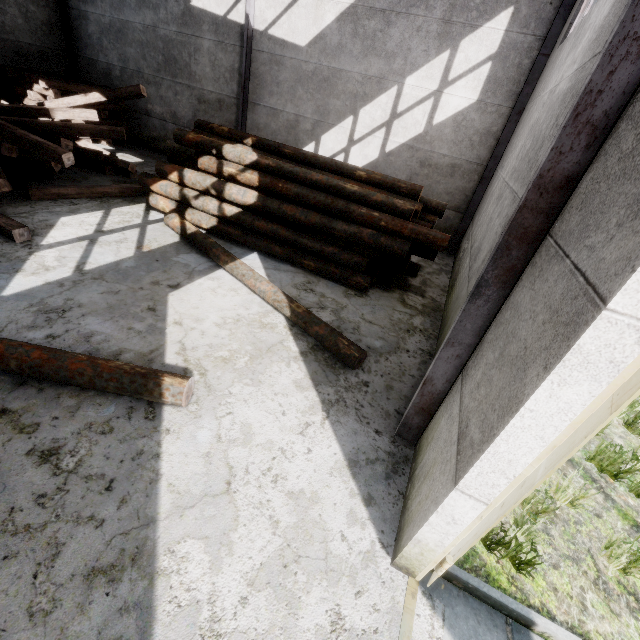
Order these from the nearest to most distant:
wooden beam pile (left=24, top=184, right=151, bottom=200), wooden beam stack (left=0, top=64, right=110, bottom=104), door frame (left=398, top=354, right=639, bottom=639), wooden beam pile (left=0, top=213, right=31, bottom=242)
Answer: door frame (left=398, top=354, right=639, bottom=639)
wooden beam pile (left=0, top=213, right=31, bottom=242)
wooden beam pile (left=24, top=184, right=151, bottom=200)
wooden beam stack (left=0, top=64, right=110, bottom=104)

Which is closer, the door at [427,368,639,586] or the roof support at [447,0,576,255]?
the door at [427,368,639,586]

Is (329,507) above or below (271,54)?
below

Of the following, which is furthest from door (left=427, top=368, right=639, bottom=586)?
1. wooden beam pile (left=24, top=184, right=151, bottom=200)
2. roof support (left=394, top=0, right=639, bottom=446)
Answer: wooden beam pile (left=24, top=184, right=151, bottom=200)

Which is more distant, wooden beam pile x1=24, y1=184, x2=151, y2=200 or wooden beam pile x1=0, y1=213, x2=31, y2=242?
wooden beam pile x1=24, y1=184, x2=151, y2=200

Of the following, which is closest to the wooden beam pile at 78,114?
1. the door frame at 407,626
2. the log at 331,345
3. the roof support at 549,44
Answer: the log at 331,345

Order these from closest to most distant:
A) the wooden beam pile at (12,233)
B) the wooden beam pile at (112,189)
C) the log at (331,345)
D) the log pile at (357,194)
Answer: the log at (331,345) < the wooden beam pile at (12,233) < the log pile at (357,194) < the wooden beam pile at (112,189)

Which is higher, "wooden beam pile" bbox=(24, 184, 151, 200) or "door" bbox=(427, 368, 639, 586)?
"door" bbox=(427, 368, 639, 586)
